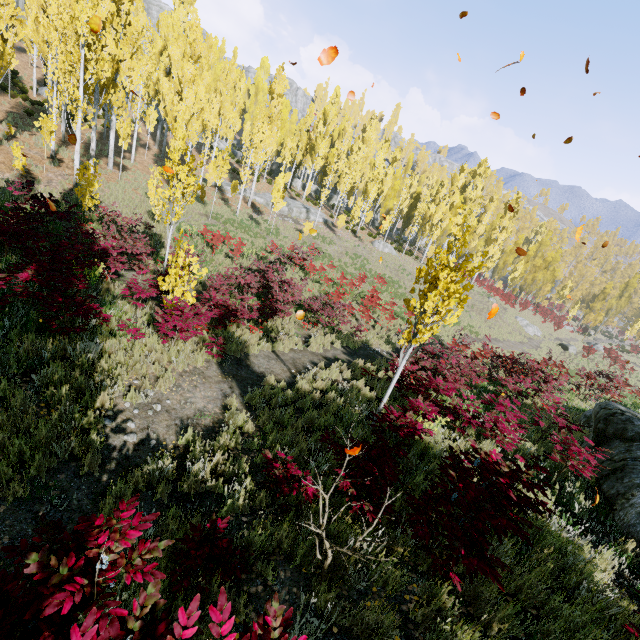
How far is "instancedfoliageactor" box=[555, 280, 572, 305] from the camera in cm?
4794

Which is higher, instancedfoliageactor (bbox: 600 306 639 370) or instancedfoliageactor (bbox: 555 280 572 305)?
instancedfoliageactor (bbox: 555 280 572 305)

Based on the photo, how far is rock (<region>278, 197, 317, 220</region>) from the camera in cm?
3447

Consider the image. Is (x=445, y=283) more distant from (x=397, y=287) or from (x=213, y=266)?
(x=397, y=287)

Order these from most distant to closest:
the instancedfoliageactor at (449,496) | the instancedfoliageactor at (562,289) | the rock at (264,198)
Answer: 1. the instancedfoliageactor at (562,289)
2. the rock at (264,198)
3. the instancedfoliageactor at (449,496)

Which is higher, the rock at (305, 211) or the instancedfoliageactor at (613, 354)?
the rock at (305, 211)

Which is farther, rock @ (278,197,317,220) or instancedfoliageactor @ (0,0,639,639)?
rock @ (278,197,317,220)

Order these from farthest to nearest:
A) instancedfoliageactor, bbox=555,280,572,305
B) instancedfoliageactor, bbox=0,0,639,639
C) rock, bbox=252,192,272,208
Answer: instancedfoliageactor, bbox=555,280,572,305 < rock, bbox=252,192,272,208 < instancedfoliageactor, bbox=0,0,639,639
